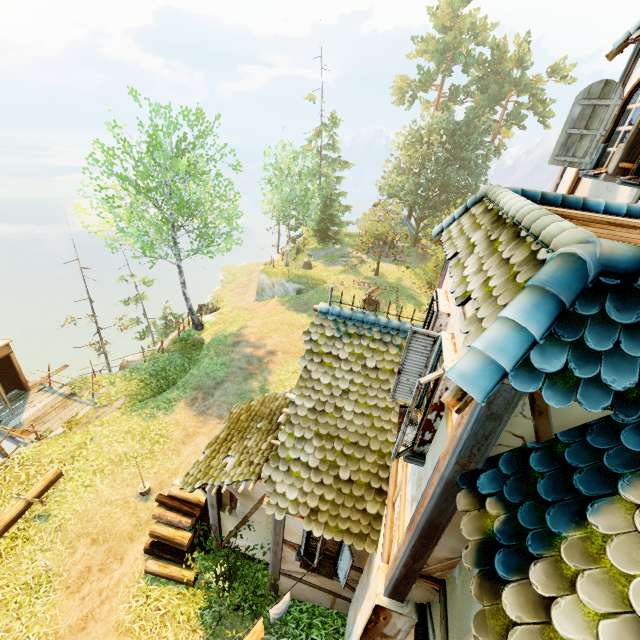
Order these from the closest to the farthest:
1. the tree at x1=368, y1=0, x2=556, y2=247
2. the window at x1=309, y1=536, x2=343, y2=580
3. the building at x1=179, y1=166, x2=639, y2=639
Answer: the building at x1=179, y1=166, x2=639, y2=639
the window at x1=309, y1=536, x2=343, y2=580
the tree at x1=368, y1=0, x2=556, y2=247

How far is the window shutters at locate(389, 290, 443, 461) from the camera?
3.18m

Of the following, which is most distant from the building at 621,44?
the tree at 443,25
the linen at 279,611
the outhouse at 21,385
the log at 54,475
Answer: the outhouse at 21,385

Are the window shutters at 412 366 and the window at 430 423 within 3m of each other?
yes

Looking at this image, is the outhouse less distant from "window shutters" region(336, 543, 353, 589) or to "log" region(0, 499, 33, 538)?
"log" region(0, 499, 33, 538)

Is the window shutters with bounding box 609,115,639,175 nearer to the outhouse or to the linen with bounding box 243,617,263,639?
the linen with bounding box 243,617,263,639

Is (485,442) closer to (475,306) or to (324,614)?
(475,306)

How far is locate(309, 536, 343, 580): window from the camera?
5.9m
